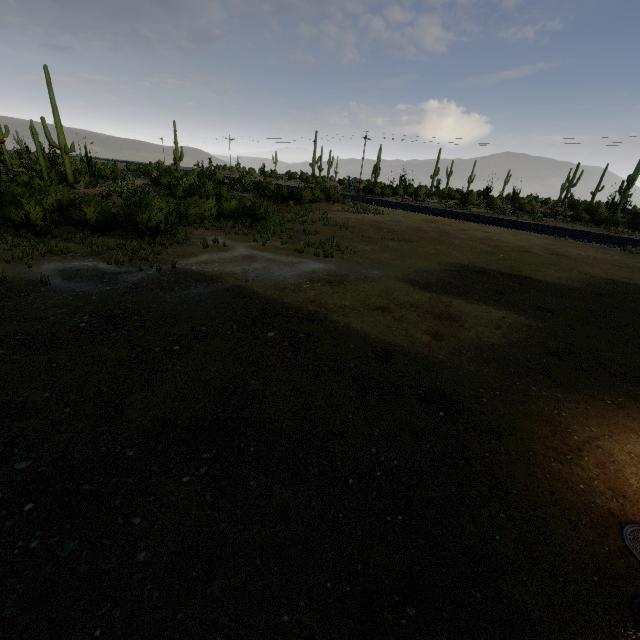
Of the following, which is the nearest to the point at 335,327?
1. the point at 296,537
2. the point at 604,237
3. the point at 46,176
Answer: the point at 296,537
